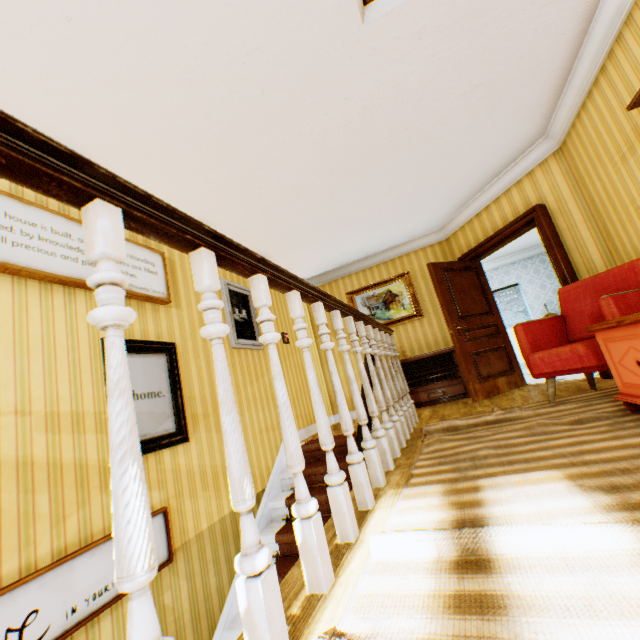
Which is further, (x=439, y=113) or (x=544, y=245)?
(x=544, y=245)

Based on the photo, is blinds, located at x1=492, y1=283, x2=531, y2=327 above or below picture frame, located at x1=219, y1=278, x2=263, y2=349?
below

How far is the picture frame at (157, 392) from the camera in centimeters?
277cm

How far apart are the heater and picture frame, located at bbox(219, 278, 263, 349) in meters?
2.4

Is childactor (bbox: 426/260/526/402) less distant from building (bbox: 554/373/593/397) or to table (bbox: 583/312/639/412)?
building (bbox: 554/373/593/397)

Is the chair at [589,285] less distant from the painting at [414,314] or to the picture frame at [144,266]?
the painting at [414,314]

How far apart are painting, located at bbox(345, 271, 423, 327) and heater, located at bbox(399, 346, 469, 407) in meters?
0.8

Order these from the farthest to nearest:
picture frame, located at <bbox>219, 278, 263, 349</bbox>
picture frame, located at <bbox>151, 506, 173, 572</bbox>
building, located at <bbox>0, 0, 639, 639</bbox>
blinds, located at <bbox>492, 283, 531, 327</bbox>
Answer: blinds, located at <bbox>492, 283, 531, 327</bbox>
picture frame, located at <bbox>219, 278, 263, 349</bbox>
picture frame, located at <bbox>151, 506, 173, 572</bbox>
building, located at <bbox>0, 0, 639, 639</bbox>
